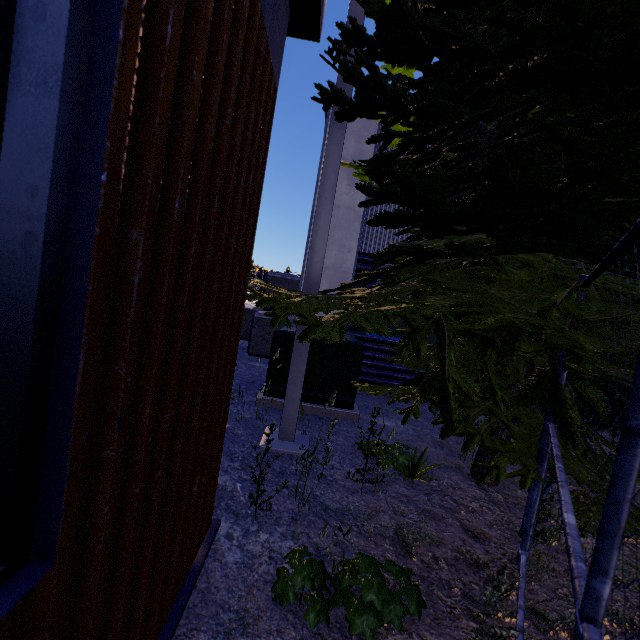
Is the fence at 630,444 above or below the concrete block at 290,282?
below

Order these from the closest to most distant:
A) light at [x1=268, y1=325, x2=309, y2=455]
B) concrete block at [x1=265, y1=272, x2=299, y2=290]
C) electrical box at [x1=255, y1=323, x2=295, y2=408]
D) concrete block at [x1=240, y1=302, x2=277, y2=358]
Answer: light at [x1=268, y1=325, x2=309, y2=455] → electrical box at [x1=255, y1=323, x2=295, y2=408] → concrete block at [x1=240, y1=302, x2=277, y2=358] → concrete block at [x1=265, y1=272, x2=299, y2=290]

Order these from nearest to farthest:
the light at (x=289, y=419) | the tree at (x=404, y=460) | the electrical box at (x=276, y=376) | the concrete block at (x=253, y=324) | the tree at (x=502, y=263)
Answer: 1. the tree at (x=502, y=263)
2. the tree at (x=404, y=460)
3. the light at (x=289, y=419)
4. the electrical box at (x=276, y=376)
5. the concrete block at (x=253, y=324)

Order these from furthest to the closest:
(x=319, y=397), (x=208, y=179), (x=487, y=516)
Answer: (x=319, y=397)
(x=487, y=516)
(x=208, y=179)

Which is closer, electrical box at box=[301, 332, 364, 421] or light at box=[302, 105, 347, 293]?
light at box=[302, 105, 347, 293]

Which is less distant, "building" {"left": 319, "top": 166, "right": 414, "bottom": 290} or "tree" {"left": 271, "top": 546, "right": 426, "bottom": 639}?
"tree" {"left": 271, "top": 546, "right": 426, "bottom": 639}

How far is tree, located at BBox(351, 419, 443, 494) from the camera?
2.87m
